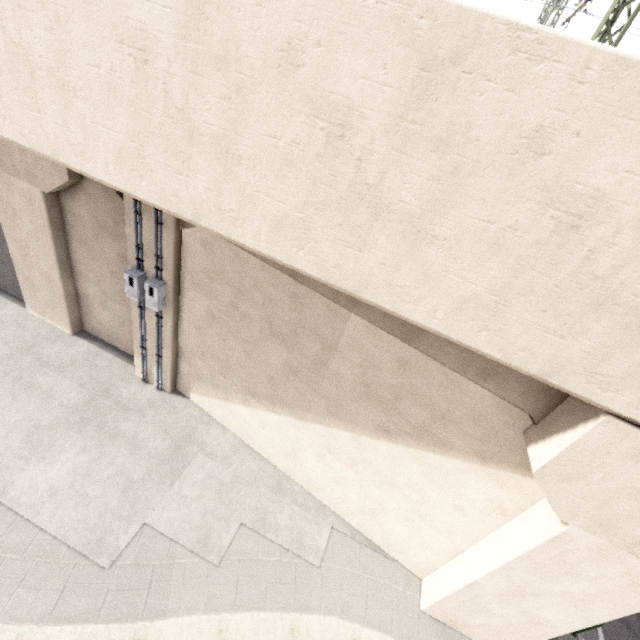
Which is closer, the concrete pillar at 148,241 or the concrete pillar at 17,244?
the concrete pillar at 148,241

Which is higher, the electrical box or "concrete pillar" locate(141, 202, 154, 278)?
"concrete pillar" locate(141, 202, 154, 278)

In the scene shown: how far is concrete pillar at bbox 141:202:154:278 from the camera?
7.1 meters

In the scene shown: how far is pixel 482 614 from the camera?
6.91m

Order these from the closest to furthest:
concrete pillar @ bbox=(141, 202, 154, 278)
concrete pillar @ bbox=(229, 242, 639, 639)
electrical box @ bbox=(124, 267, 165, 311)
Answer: concrete pillar @ bbox=(229, 242, 639, 639), concrete pillar @ bbox=(141, 202, 154, 278), electrical box @ bbox=(124, 267, 165, 311)

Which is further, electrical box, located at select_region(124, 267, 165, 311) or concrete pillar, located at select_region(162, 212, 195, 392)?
electrical box, located at select_region(124, 267, 165, 311)

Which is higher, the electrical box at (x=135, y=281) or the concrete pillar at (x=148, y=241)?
the concrete pillar at (x=148, y=241)

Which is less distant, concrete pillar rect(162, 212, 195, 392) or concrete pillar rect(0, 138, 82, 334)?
concrete pillar rect(162, 212, 195, 392)
